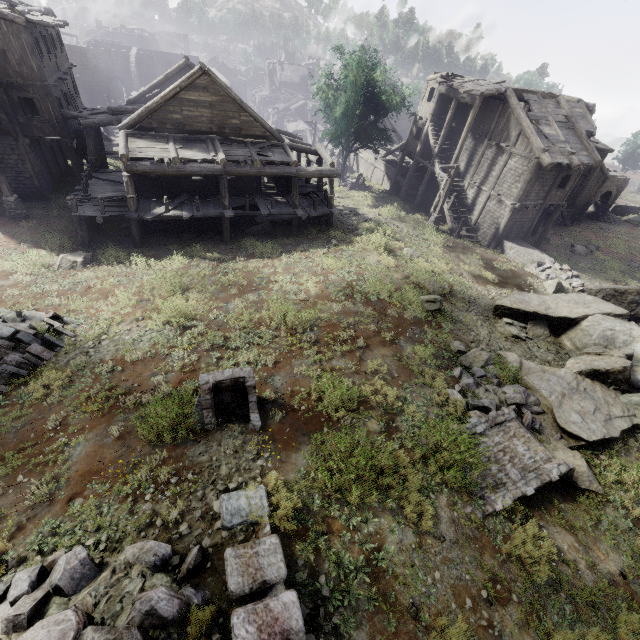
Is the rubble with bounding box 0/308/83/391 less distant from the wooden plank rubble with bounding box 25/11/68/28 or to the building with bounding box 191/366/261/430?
the building with bounding box 191/366/261/430

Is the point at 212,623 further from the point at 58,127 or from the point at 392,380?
the point at 58,127

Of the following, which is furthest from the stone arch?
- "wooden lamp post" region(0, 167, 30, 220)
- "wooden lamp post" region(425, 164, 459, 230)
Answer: "wooden lamp post" region(0, 167, 30, 220)

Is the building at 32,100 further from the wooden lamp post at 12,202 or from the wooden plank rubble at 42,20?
the wooden lamp post at 12,202

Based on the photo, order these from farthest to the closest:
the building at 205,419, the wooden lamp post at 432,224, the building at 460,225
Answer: the wooden lamp post at 432,224, the building at 460,225, the building at 205,419

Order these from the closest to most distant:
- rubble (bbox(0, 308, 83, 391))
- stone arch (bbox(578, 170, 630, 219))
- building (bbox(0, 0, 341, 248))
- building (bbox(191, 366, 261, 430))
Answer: building (bbox(191, 366, 261, 430))
rubble (bbox(0, 308, 83, 391))
building (bbox(0, 0, 341, 248))
stone arch (bbox(578, 170, 630, 219))

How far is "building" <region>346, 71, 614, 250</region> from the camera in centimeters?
2167cm

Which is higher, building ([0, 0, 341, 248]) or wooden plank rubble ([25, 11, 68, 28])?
wooden plank rubble ([25, 11, 68, 28])
